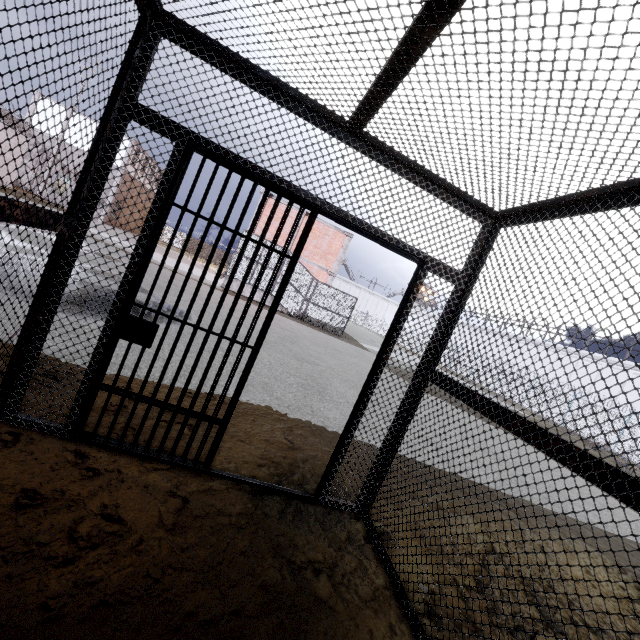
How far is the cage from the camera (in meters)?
20.72

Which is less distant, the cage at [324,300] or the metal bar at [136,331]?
the metal bar at [136,331]

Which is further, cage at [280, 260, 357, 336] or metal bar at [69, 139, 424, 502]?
cage at [280, 260, 357, 336]

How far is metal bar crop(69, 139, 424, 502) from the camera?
2.38m

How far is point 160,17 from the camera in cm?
211

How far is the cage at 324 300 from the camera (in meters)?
20.72
